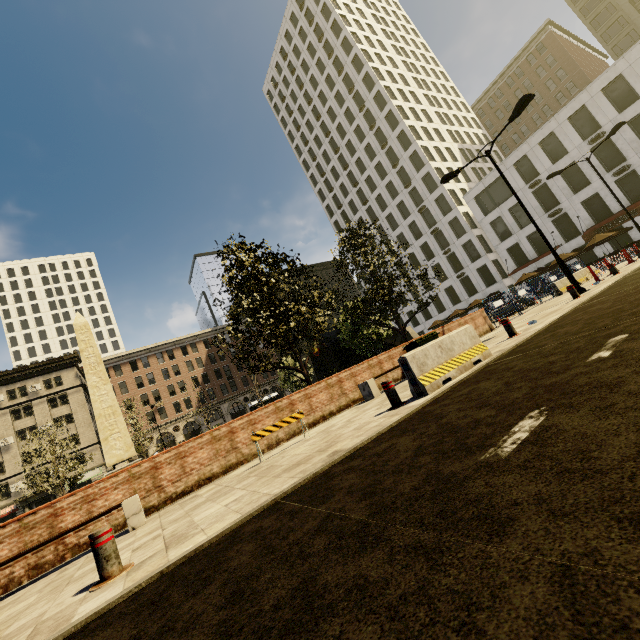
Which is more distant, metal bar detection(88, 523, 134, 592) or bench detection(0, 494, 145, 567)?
bench detection(0, 494, 145, 567)

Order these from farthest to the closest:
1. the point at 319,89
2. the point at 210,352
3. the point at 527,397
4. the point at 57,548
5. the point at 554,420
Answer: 1. the point at 319,89
2. the point at 210,352
3. the point at 57,548
4. the point at 527,397
5. the point at 554,420

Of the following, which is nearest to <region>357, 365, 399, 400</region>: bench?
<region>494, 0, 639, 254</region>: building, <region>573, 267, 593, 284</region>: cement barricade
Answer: <region>573, 267, 593, 284</region>: cement barricade

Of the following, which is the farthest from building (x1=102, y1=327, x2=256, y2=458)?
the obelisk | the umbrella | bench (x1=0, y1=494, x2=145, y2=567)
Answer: the obelisk

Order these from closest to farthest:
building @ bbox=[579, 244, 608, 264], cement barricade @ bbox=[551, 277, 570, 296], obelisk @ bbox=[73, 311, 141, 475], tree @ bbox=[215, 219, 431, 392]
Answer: tree @ bbox=[215, 219, 431, 392] → obelisk @ bbox=[73, 311, 141, 475] → cement barricade @ bbox=[551, 277, 570, 296] → building @ bbox=[579, 244, 608, 264]

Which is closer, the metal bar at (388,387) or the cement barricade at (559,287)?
the metal bar at (388,387)

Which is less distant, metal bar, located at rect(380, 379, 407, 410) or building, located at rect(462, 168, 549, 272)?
metal bar, located at rect(380, 379, 407, 410)

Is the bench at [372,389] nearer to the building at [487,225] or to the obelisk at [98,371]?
the obelisk at [98,371]
